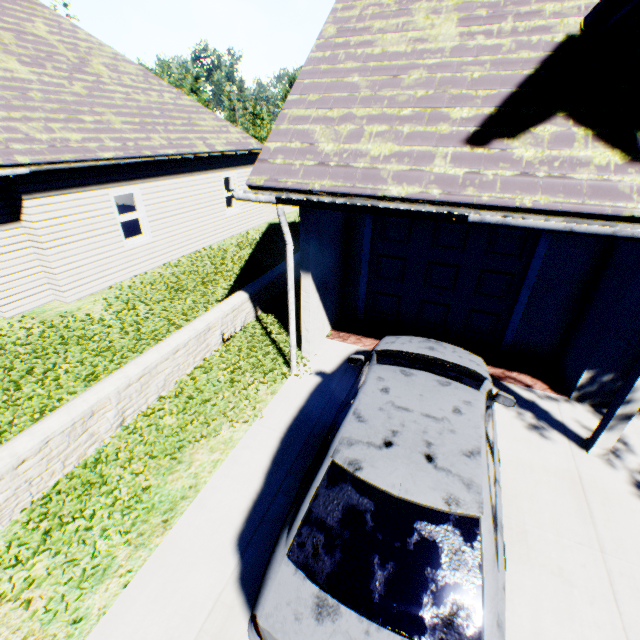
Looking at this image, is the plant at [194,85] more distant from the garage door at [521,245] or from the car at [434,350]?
the car at [434,350]

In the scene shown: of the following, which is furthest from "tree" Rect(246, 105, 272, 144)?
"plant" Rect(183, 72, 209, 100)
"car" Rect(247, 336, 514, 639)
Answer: "car" Rect(247, 336, 514, 639)

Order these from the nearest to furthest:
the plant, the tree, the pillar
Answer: the pillar, the tree, the plant

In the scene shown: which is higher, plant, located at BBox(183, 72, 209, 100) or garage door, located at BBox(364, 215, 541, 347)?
plant, located at BBox(183, 72, 209, 100)

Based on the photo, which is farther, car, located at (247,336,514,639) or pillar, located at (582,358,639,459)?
pillar, located at (582,358,639,459)

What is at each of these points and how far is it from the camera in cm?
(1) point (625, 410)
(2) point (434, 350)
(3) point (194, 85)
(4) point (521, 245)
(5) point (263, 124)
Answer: (1) pillar, 432
(2) car, 528
(3) plant, 3881
(4) garage door, 612
(5) tree, 3297

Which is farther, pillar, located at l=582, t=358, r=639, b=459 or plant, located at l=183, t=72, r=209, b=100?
plant, located at l=183, t=72, r=209, b=100

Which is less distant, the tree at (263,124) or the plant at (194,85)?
the tree at (263,124)
